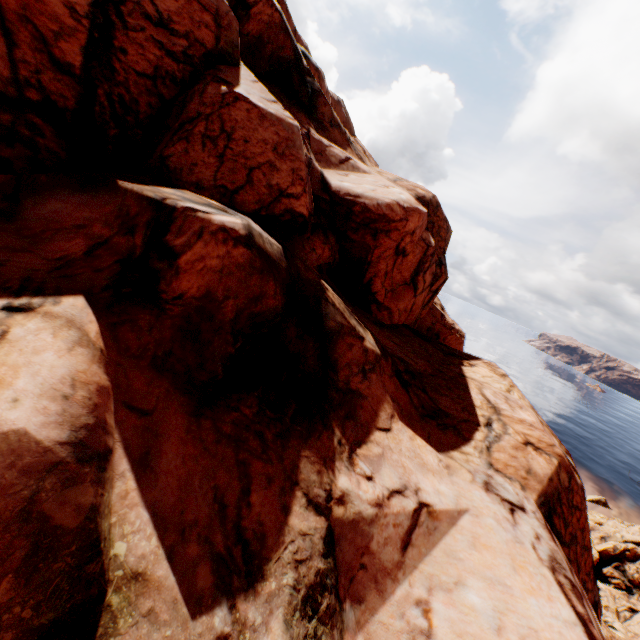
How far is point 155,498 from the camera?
4.9m
